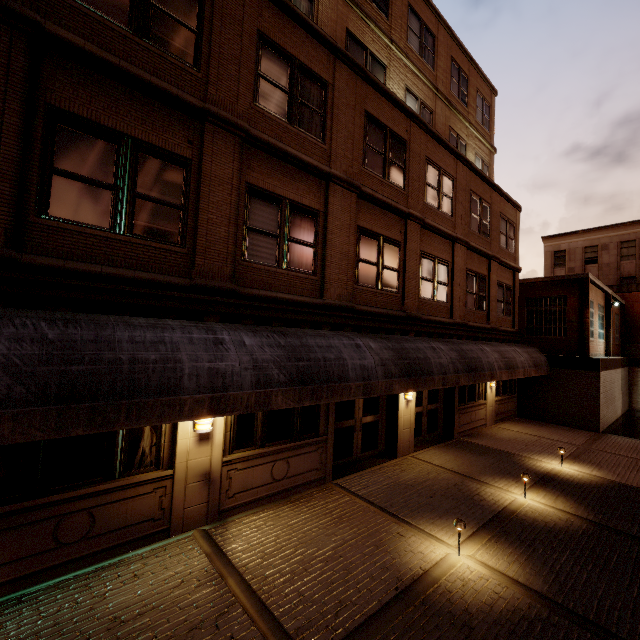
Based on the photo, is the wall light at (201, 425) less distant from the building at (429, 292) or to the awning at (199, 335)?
the building at (429, 292)

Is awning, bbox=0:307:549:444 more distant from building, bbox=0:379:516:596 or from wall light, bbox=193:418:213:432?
wall light, bbox=193:418:213:432

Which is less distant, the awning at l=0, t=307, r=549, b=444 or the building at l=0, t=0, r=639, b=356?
the awning at l=0, t=307, r=549, b=444

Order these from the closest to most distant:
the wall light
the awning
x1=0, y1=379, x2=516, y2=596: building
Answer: the awning < x1=0, y1=379, x2=516, y2=596: building < the wall light

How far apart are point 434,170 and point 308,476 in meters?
11.4 m
